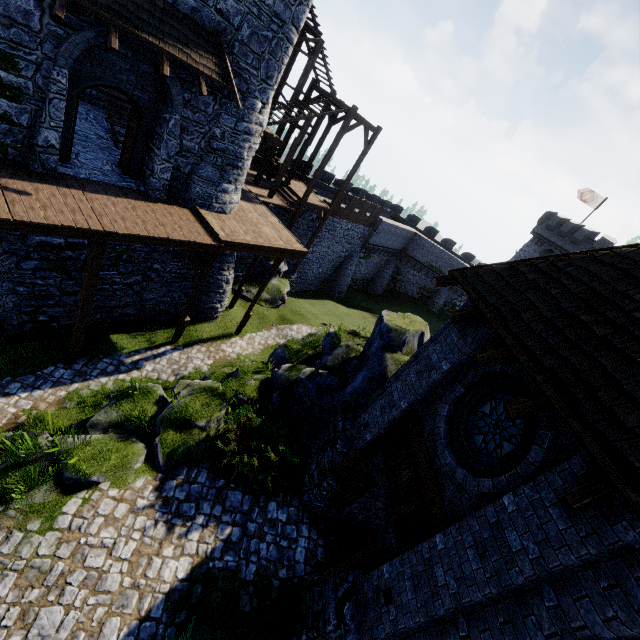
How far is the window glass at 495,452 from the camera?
5.8 meters

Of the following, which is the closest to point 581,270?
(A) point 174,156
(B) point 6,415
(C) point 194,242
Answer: (C) point 194,242

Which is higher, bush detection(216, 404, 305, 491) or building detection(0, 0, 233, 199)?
building detection(0, 0, 233, 199)

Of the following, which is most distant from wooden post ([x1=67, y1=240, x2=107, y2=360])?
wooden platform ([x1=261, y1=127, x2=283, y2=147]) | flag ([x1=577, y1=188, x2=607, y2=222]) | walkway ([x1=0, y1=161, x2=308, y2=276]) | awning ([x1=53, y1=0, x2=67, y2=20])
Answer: flag ([x1=577, y1=188, x2=607, y2=222])

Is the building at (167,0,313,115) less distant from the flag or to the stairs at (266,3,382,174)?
the stairs at (266,3,382,174)

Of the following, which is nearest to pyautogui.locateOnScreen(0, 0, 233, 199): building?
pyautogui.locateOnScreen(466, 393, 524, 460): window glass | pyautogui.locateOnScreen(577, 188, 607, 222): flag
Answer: pyautogui.locateOnScreen(466, 393, 524, 460): window glass

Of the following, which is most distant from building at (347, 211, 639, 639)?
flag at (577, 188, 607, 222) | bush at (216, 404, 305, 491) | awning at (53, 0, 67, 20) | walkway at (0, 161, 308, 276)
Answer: flag at (577, 188, 607, 222)

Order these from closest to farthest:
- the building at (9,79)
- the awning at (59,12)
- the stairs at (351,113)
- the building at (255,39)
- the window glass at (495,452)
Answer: the window glass at (495,452) < the awning at (59,12) < the building at (9,79) < the building at (255,39) < the stairs at (351,113)
